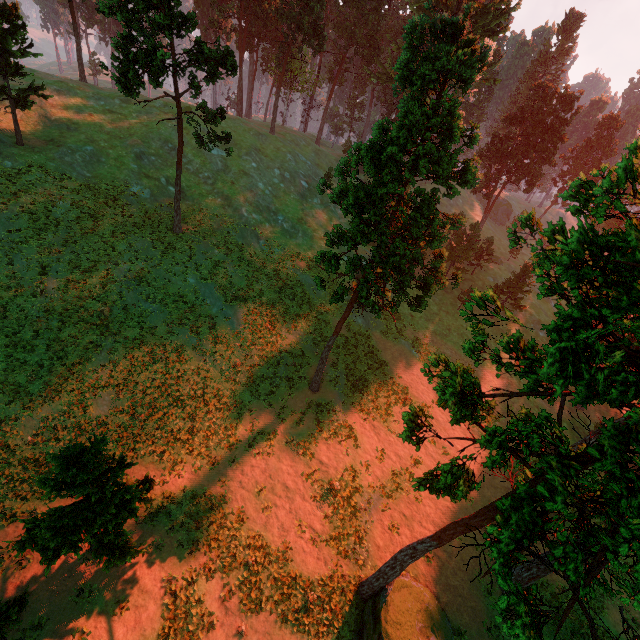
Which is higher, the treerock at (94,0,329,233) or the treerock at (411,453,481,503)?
the treerock at (94,0,329,233)

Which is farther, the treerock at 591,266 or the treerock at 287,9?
Result: the treerock at 287,9

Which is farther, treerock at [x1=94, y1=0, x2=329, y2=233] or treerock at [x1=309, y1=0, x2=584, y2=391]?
treerock at [x1=94, y1=0, x2=329, y2=233]

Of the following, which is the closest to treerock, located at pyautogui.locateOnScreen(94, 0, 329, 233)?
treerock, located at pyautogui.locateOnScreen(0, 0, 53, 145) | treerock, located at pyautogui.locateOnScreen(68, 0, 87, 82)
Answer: treerock, located at pyautogui.locateOnScreen(0, 0, 53, 145)

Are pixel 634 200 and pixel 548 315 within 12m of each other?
no

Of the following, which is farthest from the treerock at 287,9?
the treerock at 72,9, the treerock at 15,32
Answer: the treerock at 72,9

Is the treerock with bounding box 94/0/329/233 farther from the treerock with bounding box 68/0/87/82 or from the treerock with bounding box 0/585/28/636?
the treerock with bounding box 68/0/87/82

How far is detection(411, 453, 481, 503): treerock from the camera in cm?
823
